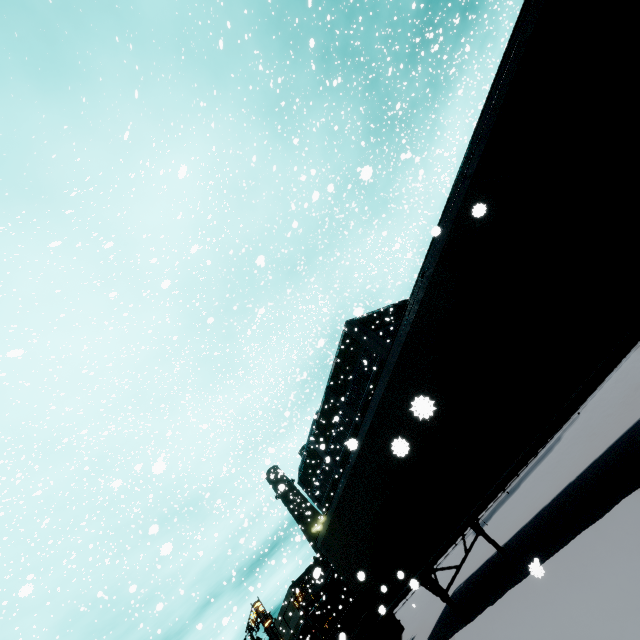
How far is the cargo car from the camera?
29.4m

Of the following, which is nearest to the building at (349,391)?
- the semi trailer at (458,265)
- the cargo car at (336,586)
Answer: the semi trailer at (458,265)

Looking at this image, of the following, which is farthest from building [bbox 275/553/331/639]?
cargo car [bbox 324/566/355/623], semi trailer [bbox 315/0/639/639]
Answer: cargo car [bbox 324/566/355/623]

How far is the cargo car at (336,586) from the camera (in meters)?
29.38

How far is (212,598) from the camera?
14.6 meters

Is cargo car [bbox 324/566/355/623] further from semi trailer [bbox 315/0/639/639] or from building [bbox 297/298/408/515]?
building [bbox 297/298/408/515]

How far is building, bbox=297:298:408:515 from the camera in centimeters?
2736cm

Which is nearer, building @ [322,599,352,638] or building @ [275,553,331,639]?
building @ [322,599,352,638]
